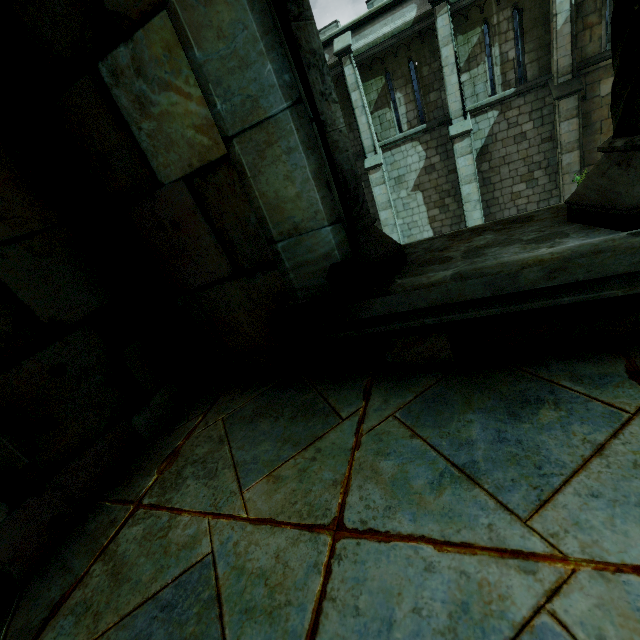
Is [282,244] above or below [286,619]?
above
